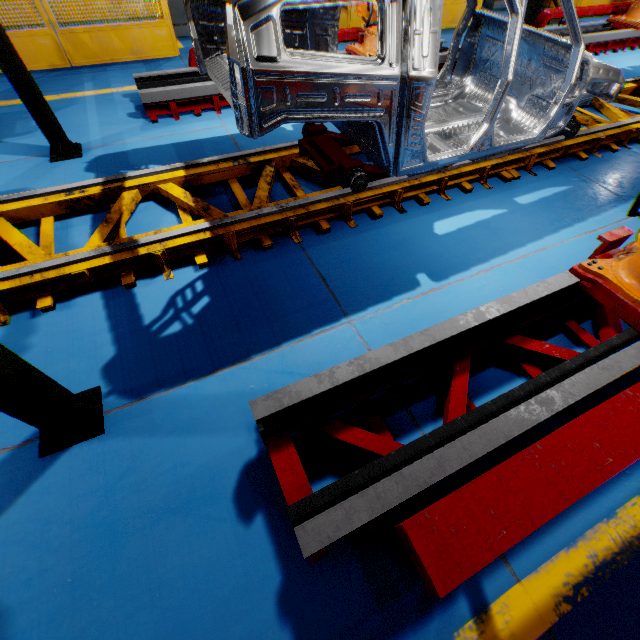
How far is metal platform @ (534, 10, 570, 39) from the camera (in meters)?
7.33

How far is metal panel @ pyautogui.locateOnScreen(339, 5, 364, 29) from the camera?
7.4m

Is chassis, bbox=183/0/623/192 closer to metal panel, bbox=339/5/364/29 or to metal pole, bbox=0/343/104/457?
metal pole, bbox=0/343/104/457

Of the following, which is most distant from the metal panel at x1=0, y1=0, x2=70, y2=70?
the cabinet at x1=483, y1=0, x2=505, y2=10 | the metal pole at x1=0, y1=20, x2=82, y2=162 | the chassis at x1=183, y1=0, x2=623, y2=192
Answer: the chassis at x1=183, y1=0, x2=623, y2=192

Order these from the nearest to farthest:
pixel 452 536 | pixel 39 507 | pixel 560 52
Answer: pixel 452 536
pixel 39 507
pixel 560 52

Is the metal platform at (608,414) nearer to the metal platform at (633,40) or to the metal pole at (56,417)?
the metal pole at (56,417)

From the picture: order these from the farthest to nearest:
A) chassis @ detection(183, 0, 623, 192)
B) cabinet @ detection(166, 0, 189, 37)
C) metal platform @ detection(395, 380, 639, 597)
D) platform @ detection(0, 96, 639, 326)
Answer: cabinet @ detection(166, 0, 189, 37) → platform @ detection(0, 96, 639, 326) → chassis @ detection(183, 0, 623, 192) → metal platform @ detection(395, 380, 639, 597)

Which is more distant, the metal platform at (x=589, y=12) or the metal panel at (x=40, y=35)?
the metal platform at (x=589, y=12)
